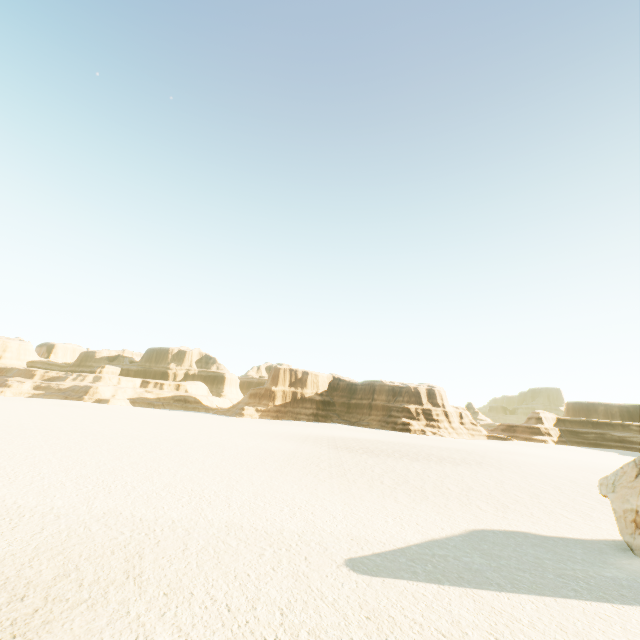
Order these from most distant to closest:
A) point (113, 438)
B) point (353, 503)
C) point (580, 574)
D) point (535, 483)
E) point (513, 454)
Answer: point (513, 454) < point (113, 438) < point (535, 483) < point (353, 503) < point (580, 574)
